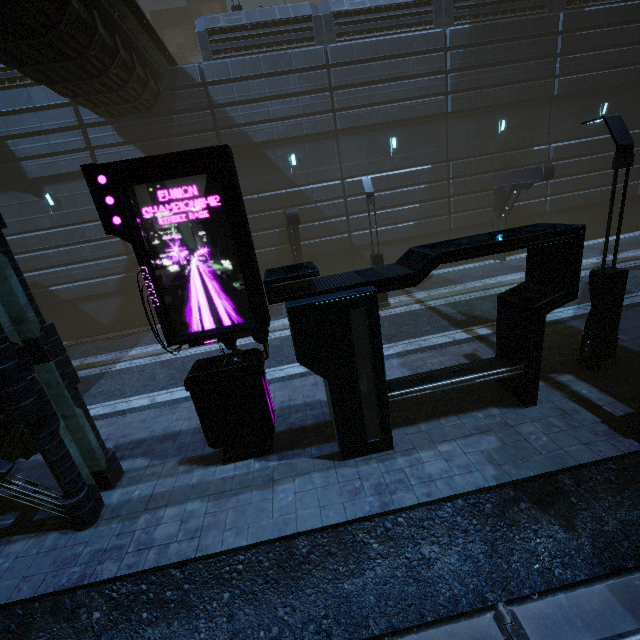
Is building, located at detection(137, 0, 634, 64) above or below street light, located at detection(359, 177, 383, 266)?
above

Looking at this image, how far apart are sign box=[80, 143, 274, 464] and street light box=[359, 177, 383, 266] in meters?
8.4 m

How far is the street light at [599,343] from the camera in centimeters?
643cm

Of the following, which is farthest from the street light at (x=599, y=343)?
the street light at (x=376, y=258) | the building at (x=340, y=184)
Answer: the street light at (x=376, y=258)

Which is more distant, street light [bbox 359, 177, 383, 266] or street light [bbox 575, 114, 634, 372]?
street light [bbox 359, 177, 383, 266]

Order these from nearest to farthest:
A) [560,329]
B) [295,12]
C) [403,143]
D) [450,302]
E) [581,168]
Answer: [560,329] → [450,302] → [295,12] → [403,143] → [581,168]

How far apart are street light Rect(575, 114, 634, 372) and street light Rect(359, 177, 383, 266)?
7.3 meters

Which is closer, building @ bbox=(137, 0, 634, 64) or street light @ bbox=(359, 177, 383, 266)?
street light @ bbox=(359, 177, 383, 266)
